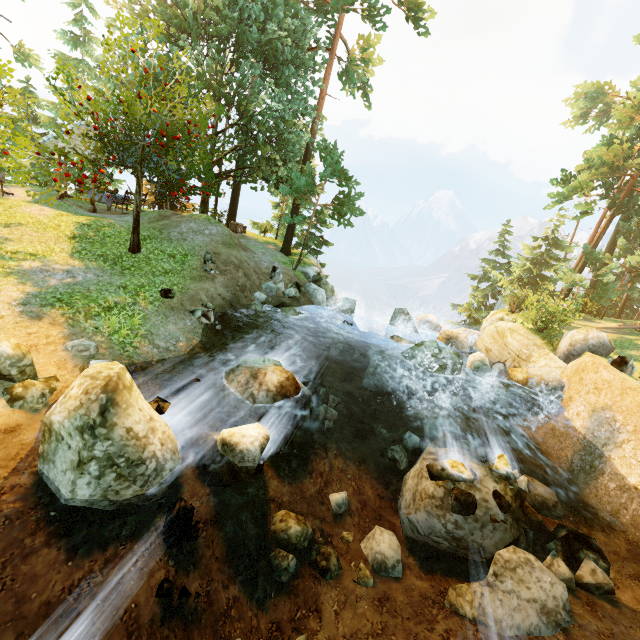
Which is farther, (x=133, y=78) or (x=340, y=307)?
(x=340, y=307)

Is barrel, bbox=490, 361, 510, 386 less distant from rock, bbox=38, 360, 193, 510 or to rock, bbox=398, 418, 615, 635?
rock, bbox=398, 418, 615, 635

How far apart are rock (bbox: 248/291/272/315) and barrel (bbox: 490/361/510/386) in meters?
10.6 m

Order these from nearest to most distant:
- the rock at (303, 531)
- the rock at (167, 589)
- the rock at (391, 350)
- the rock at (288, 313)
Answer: the rock at (167, 589)
the rock at (303, 531)
the rock at (391, 350)
the rock at (288, 313)

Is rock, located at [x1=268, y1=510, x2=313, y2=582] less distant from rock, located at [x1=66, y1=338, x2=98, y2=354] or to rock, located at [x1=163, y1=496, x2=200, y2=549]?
rock, located at [x1=163, y1=496, x2=200, y2=549]

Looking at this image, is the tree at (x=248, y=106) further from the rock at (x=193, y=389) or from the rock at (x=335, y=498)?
the rock at (x=335, y=498)

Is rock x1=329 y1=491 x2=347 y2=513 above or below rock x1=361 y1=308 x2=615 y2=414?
below

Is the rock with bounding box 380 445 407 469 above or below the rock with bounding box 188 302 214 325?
below
